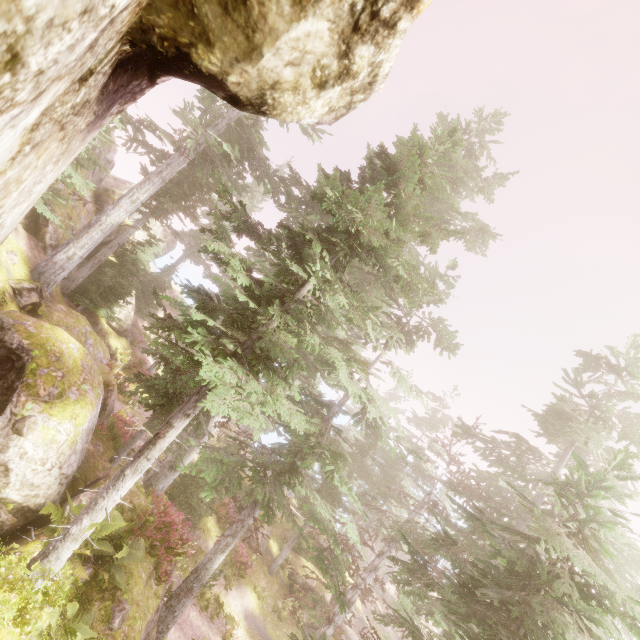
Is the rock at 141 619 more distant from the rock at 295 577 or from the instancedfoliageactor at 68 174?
the rock at 295 577

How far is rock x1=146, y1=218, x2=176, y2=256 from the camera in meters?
29.5

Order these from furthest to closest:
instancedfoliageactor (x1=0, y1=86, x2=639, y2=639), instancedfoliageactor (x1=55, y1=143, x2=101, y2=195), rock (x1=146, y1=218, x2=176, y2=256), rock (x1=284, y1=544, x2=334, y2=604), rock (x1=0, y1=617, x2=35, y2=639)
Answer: rock (x1=146, y1=218, x2=176, y2=256), rock (x1=284, y1=544, x2=334, y2=604), instancedfoliageactor (x1=55, y1=143, x2=101, y2=195), instancedfoliageactor (x1=0, y1=86, x2=639, y2=639), rock (x1=0, y1=617, x2=35, y2=639)

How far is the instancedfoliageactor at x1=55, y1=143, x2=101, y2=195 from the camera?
13.4m

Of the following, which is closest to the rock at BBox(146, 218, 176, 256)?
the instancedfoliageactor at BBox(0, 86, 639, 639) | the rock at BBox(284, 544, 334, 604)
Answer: the instancedfoliageactor at BBox(0, 86, 639, 639)

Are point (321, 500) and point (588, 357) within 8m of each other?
no

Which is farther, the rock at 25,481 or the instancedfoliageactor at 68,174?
the instancedfoliageactor at 68,174
